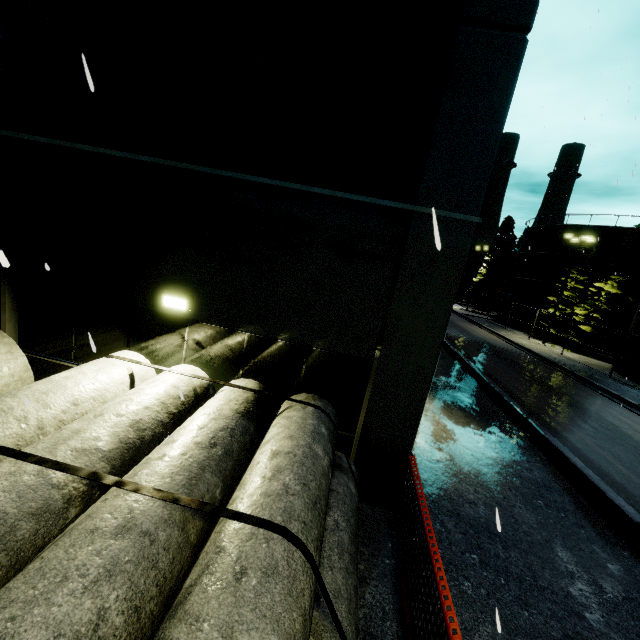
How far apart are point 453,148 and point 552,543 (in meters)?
7.38

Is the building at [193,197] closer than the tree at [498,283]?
Yes

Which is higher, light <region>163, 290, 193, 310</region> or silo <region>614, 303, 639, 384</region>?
light <region>163, 290, 193, 310</region>

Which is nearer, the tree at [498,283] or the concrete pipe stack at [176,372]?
the concrete pipe stack at [176,372]

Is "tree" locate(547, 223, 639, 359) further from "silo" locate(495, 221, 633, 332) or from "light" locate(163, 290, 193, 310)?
"light" locate(163, 290, 193, 310)

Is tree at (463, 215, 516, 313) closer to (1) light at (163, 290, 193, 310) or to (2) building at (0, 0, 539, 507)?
(2) building at (0, 0, 539, 507)

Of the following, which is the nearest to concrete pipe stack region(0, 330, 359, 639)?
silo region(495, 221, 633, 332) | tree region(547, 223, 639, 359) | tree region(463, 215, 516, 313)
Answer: silo region(495, 221, 633, 332)

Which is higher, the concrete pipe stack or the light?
the light
